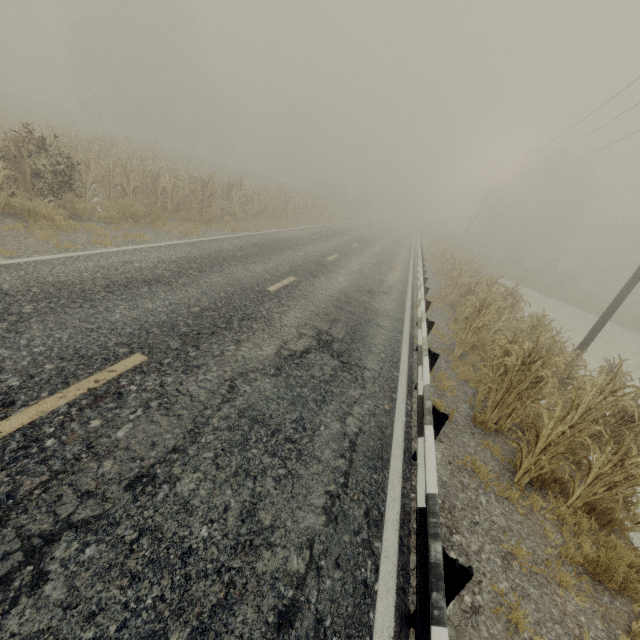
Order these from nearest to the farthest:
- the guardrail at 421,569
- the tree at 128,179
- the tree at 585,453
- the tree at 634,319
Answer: the guardrail at 421,569 < the tree at 585,453 < the tree at 128,179 < the tree at 634,319

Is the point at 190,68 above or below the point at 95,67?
above

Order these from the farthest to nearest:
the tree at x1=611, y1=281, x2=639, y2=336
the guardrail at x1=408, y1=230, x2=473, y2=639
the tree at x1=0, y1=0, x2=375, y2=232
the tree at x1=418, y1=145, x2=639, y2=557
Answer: the tree at x1=611, y1=281, x2=639, y2=336, the tree at x1=0, y1=0, x2=375, y2=232, the tree at x1=418, y1=145, x2=639, y2=557, the guardrail at x1=408, y1=230, x2=473, y2=639

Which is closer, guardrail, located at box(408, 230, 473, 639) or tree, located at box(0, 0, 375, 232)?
guardrail, located at box(408, 230, 473, 639)

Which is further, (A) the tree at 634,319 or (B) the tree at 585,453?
(A) the tree at 634,319

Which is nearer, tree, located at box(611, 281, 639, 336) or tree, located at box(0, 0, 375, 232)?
tree, located at box(0, 0, 375, 232)
